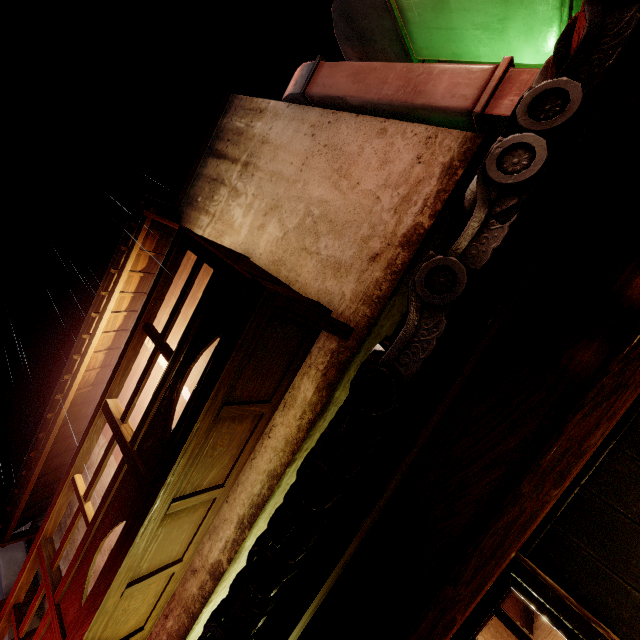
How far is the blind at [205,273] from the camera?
A: 8.35m

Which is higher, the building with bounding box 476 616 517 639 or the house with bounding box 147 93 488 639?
the house with bounding box 147 93 488 639

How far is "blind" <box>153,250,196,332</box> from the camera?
8.9 meters

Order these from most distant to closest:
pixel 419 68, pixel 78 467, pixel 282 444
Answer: pixel 78 467 < pixel 282 444 < pixel 419 68

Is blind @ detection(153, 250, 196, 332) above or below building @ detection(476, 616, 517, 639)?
above

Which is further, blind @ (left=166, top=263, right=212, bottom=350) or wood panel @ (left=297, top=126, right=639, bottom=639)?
blind @ (left=166, top=263, right=212, bottom=350)
